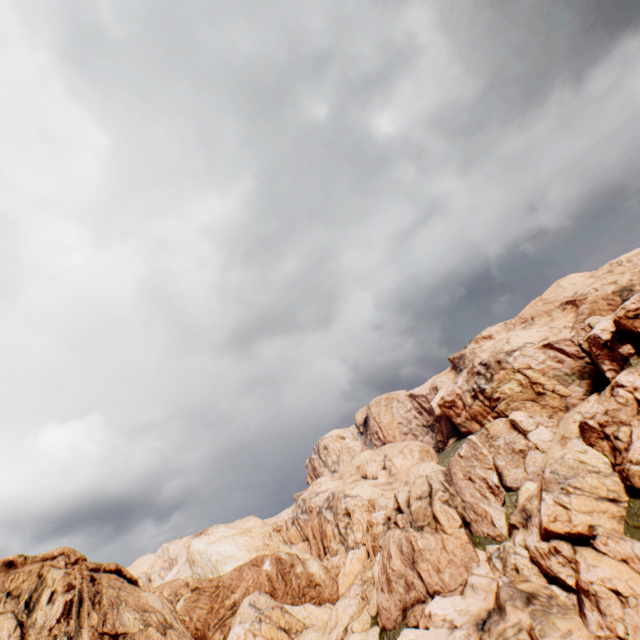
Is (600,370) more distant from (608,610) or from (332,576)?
(332,576)
